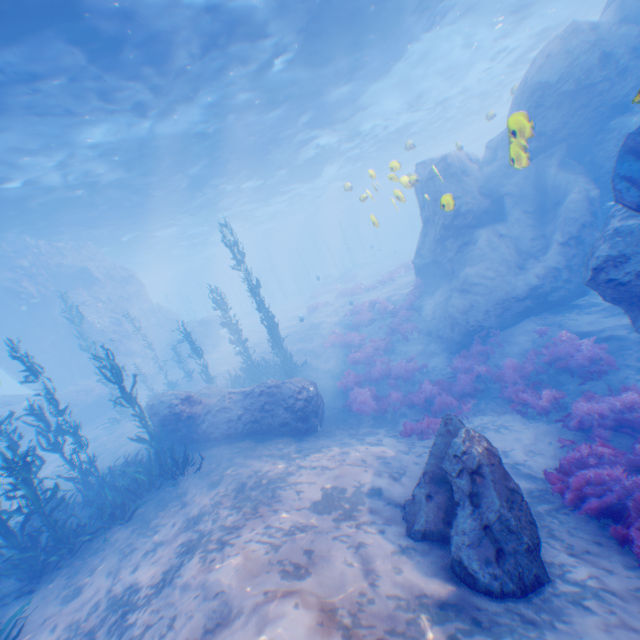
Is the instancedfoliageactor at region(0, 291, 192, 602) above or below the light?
below

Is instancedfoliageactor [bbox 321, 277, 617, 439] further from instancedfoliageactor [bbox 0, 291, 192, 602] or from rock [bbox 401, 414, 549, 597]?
instancedfoliageactor [bbox 0, 291, 192, 602]

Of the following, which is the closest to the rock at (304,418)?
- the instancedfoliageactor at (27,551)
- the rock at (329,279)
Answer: the instancedfoliageactor at (27,551)

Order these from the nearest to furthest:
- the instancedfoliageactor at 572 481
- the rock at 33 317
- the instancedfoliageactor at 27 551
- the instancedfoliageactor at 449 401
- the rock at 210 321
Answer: the instancedfoliageactor at 572 481, the instancedfoliageactor at 27 551, the instancedfoliageactor at 449 401, the rock at 33 317, the rock at 210 321

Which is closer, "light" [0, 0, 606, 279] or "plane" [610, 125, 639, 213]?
"plane" [610, 125, 639, 213]

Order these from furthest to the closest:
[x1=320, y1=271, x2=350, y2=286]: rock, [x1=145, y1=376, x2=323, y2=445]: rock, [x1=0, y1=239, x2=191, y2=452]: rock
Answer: [x1=320, y1=271, x2=350, y2=286]: rock
[x1=0, y1=239, x2=191, y2=452]: rock
[x1=145, y1=376, x2=323, y2=445]: rock

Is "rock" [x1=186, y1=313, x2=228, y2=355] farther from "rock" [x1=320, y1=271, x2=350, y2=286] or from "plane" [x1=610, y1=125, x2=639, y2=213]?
"rock" [x1=320, y1=271, x2=350, y2=286]

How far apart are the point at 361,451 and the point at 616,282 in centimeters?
767cm
